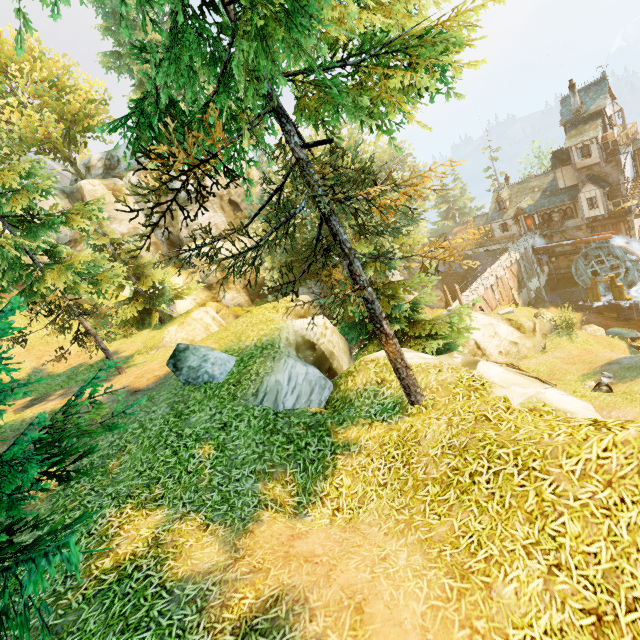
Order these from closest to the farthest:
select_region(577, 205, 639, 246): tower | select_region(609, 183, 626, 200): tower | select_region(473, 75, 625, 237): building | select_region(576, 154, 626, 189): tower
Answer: select_region(473, 75, 625, 237): building → select_region(576, 154, 626, 189): tower → select_region(609, 183, 626, 200): tower → select_region(577, 205, 639, 246): tower

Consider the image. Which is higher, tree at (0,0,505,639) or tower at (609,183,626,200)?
tree at (0,0,505,639)

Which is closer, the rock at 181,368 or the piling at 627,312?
the rock at 181,368

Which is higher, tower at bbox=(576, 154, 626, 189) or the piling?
tower at bbox=(576, 154, 626, 189)

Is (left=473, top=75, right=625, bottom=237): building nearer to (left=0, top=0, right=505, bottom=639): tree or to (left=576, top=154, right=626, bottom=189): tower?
(left=576, top=154, right=626, bottom=189): tower

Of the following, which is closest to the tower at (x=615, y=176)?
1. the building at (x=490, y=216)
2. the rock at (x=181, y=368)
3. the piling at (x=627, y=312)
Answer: the building at (x=490, y=216)

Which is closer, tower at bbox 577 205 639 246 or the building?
the building

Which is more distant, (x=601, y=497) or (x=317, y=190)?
(x=317, y=190)
